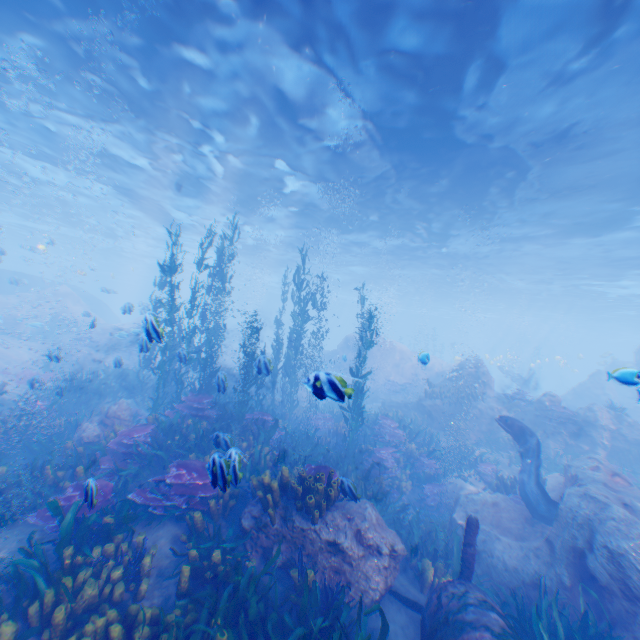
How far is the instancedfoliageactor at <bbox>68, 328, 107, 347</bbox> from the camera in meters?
21.7

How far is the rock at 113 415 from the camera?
9.59m

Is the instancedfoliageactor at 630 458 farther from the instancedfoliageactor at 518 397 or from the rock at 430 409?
the instancedfoliageactor at 518 397

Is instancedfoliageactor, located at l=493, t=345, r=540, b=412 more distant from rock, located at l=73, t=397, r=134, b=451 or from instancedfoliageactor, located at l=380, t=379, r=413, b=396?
instancedfoliageactor, located at l=380, t=379, r=413, b=396

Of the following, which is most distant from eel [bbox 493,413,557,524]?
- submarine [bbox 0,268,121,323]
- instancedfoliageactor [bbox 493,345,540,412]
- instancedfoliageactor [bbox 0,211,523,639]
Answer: instancedfoliageactor [bbox 493,345,540,412]

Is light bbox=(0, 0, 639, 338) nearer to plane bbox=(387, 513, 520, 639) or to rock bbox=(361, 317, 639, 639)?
rock bbox=(361, 317, 639, 639)

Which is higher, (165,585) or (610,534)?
(610,534)

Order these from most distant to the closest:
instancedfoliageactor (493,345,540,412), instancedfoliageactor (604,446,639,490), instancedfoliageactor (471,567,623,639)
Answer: instancedfoliageactor (493,345,540,412) → instancedfoliageactor (604,446,639,490) → instancedfoliageactor (471,567,623,639)
